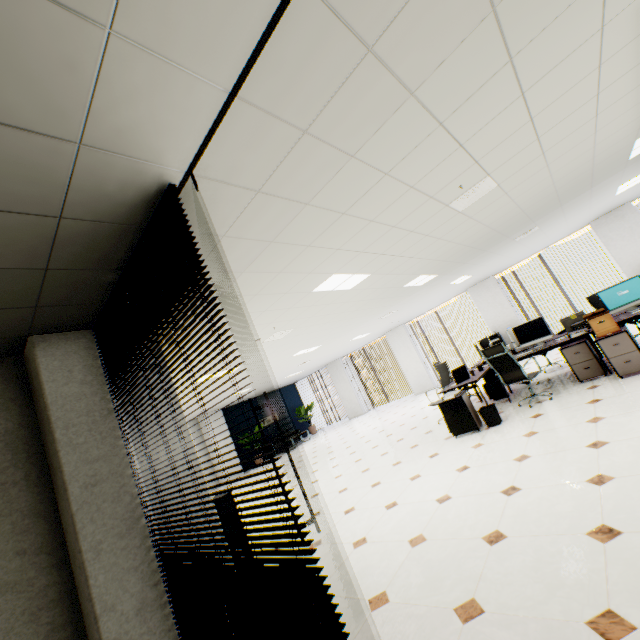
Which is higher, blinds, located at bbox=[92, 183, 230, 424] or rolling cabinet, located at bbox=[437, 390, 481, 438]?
blinds, located at bbox=[92, 183, 230, 424]

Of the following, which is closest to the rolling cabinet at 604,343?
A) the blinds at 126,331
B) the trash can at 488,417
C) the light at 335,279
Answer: the trash can at 488,417

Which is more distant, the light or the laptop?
the laptop

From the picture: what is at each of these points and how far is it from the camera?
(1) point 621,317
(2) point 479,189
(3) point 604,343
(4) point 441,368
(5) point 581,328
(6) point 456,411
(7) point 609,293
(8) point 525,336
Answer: (1) table, 5.3 meters
(2) ceiling vent, 3.7 meters
(3) rolling cabinet, 4.9 meters
(4) chair, 7.4 meters
(5) binder, 5.7 meters
(6) rolling cabinet, 5.6 meters
(7) monitor, 5.6 meters
(8) monitor, 6.5 meters

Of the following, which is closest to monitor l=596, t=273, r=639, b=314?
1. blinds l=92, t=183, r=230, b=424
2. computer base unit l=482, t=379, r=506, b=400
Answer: computer base unit l=482, t=379, r=506, b=400

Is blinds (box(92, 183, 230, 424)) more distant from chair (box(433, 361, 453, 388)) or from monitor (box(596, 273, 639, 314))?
monitor (box(596, 273, 639, 314))

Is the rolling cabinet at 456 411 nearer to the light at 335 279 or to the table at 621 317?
the table at 621 317

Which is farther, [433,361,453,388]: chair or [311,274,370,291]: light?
[433,361,453,388]: chair
